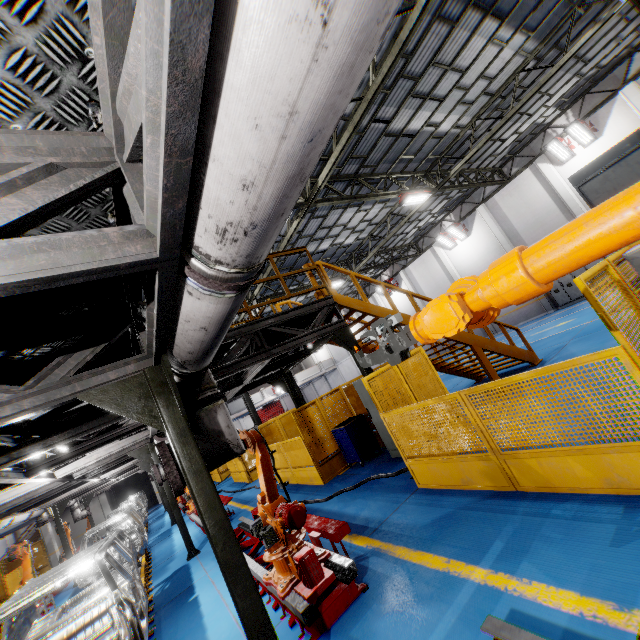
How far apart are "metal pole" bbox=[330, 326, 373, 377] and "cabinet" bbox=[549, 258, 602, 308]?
16.9 meters

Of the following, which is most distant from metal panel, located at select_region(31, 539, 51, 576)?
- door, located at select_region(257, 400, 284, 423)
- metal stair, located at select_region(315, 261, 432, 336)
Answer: door, located at select_region(257, 400, 284, 423)

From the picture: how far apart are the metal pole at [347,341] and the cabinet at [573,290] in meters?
16.9

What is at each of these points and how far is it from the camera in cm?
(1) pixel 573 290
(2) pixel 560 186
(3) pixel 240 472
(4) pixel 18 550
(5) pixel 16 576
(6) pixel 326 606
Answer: (1) cabinet, 1786
(2) cement column, 1731
(3) metal panel, 1714
(4) robot arm, 1135
(5) metal panel, 1739
(6) metal platform, 375

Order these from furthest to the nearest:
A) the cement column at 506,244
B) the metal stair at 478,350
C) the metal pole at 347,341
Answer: the cement column at 506,244 → the metal stair at 478,350 → the metal pole at 347,341

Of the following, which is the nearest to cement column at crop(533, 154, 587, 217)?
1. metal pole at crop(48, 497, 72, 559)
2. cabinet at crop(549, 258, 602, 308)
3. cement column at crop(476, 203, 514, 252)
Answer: cabinet at crop(549, 258, 602, 308)

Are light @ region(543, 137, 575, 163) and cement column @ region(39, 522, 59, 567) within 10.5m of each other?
no

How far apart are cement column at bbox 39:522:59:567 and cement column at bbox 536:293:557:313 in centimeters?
3690cm
